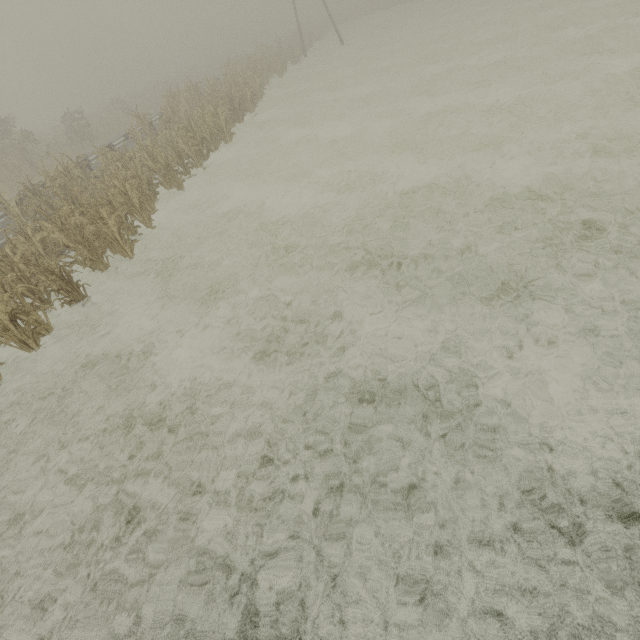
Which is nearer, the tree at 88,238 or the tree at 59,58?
the tree at 88,238

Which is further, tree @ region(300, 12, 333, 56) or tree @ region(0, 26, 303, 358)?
tree @ region(300, 12, 333, 56)

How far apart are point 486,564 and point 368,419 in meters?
1.7 m

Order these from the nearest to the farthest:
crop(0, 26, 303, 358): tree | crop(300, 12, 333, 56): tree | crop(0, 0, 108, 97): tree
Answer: crop(0, 26, 303, 358): tree, crop(300, 12, 333, 56): tree, crop(0, 0, 108, 97): tree

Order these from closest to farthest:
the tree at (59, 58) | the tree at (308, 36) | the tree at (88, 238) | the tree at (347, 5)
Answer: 1. the tree at (88, 238)
2. the tree at (308, 36)
3. the tree at (347, 5)
4. the tree at (59, 58)

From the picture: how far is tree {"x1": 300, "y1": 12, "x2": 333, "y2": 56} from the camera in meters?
35.6 m

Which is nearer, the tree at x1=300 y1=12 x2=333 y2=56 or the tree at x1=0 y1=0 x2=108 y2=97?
the tree at x1=300 y1=12 x2=333 y2=56
